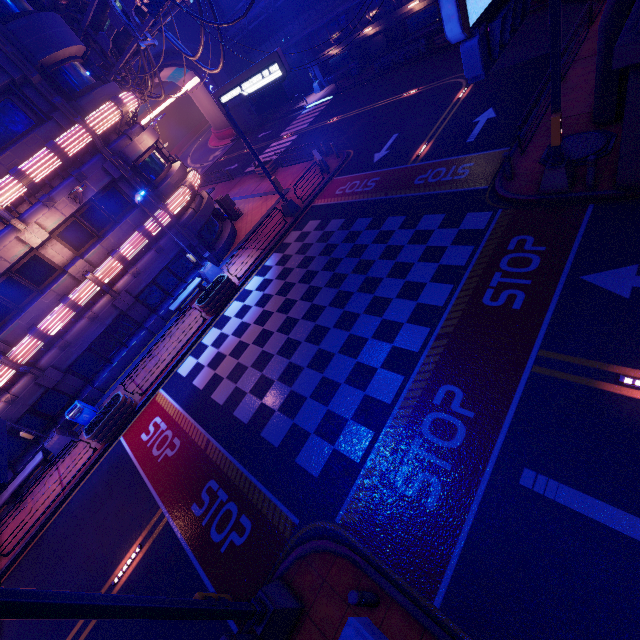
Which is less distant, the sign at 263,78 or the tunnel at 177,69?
the sign at 263,78

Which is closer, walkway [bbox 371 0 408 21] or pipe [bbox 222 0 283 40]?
walkway [bbox 371 0 408 21]

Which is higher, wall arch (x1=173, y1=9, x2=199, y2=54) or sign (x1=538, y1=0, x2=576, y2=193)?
wall arch (x1=173, y1=9, x2=199, y2=54)

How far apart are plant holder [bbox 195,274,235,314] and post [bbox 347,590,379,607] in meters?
13.8 m

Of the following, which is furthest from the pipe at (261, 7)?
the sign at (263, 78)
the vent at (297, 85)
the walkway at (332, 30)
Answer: the sign at (263, 78)

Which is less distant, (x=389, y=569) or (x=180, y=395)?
(x=389, y=569)

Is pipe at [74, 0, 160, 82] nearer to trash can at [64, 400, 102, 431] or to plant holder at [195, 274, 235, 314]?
plant holder at [195, 274, 235, 314]

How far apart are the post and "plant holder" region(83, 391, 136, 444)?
13.1 meters
